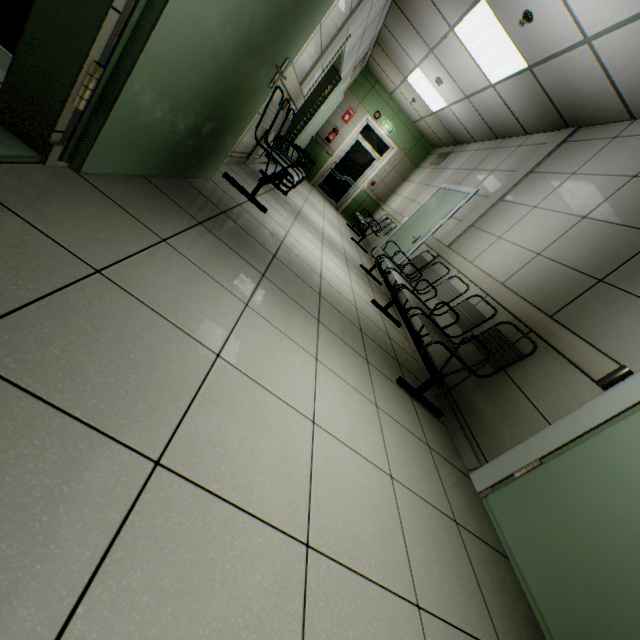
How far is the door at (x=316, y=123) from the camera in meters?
4.9 m

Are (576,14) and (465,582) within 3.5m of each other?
no

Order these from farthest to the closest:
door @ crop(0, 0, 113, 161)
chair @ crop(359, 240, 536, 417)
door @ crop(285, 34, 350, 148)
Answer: door @ crop(285, 34, 350, 148) → chair @ crop(359, 240, 536, 417) → door @ crop(0, 0, 113, 161)

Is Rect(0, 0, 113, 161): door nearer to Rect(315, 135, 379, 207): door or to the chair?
the chair

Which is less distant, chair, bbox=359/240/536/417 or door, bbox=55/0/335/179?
door, bbox=55/0/335/179

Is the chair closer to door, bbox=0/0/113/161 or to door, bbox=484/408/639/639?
door, bbox=484/408/639/639

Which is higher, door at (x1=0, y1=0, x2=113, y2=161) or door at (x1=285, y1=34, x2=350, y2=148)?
door at (x1=285, y1=34, x2=350, y2=148)

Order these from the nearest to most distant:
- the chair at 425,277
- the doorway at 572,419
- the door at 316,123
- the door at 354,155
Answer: the doorway at 572,419 < the chair at 425,277 < the door at 316,123 < the door at 354,155
